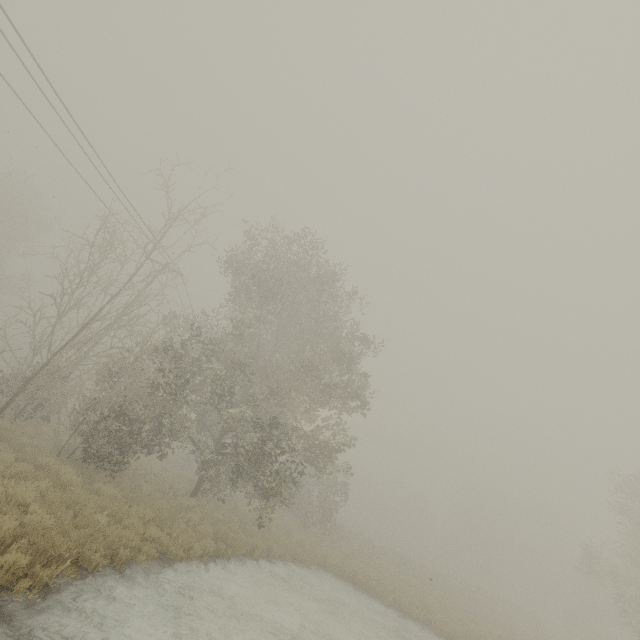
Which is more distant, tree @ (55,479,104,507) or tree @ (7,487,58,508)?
tree @ (55,479,104,507)

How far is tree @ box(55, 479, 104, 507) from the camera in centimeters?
878cm

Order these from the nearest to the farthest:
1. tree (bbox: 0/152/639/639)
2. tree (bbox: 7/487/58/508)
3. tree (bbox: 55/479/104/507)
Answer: tree (bbox: 7/487/58/508)
tree (bbox: 55/479/104/507)
tree (bbox: 0/152/639/639)

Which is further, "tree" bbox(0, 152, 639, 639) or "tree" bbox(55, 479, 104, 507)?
"tree" bbox(0, 152, 639, 639)

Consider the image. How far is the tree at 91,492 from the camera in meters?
8.8

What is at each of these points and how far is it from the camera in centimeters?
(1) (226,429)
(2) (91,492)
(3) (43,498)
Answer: (1) tree, 1748cm
(2) tree, 1141cm
(3) tree, 895cm
